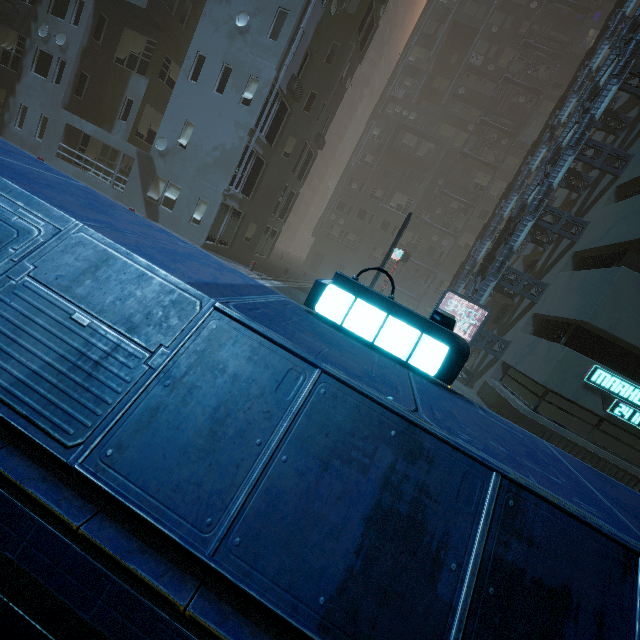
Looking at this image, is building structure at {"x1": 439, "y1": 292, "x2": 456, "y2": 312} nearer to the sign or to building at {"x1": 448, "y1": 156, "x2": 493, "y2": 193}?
building at {"x1": 448, "y1": 156, "x2": 493, "y2": 193}

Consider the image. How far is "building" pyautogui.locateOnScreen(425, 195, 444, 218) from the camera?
36.5 meters

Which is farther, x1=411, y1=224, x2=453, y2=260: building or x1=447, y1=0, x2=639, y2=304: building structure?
x1=411, y1=224, x2=453, y2=260: building

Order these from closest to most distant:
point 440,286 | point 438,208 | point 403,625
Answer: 1. point 403,625
2. point 438,208
3. point 440,286

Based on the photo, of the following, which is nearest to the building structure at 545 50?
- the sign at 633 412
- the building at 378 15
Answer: the building at 378 15

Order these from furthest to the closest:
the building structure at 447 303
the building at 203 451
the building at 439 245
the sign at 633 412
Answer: the building at 439 245 → the building structure at 447 303 → the sign at 633 412 → the building at 203 451

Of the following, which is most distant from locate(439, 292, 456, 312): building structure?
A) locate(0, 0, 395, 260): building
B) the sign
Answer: the sign
